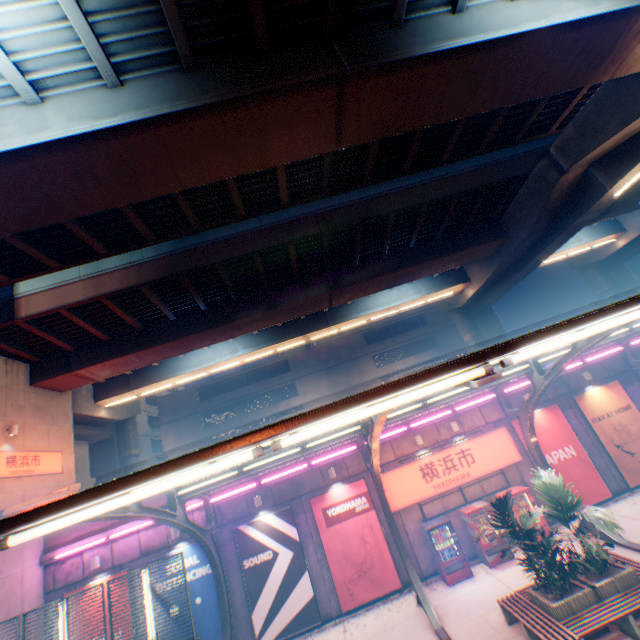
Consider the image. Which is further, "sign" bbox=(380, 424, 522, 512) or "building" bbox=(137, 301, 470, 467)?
"building" bbox=(137, 301, 470, 467)

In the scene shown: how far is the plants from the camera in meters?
8.5

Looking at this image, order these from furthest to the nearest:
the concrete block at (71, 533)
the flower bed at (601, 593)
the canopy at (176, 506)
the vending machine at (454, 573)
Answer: the concrete block at (71, 533)
the vending machine at (454, 573)
the canopy at (176, 506)
the flower bed at (601, 593)

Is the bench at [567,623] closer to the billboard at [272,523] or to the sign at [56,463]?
the billboard at [272,523]

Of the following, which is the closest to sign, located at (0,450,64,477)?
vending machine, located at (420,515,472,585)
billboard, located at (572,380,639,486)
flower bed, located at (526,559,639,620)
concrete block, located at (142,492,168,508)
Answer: concrete block, located at (142,492,168,508)

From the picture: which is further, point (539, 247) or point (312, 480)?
point (539, 247)

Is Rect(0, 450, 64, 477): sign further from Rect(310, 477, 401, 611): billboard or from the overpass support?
Rect(310, 477, 401, 611): billboard

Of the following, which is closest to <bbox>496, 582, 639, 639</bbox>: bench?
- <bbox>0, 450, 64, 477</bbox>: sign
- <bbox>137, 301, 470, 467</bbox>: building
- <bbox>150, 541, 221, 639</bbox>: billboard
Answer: <bbox>150, 541, 221, 639</bbox>: billboard
